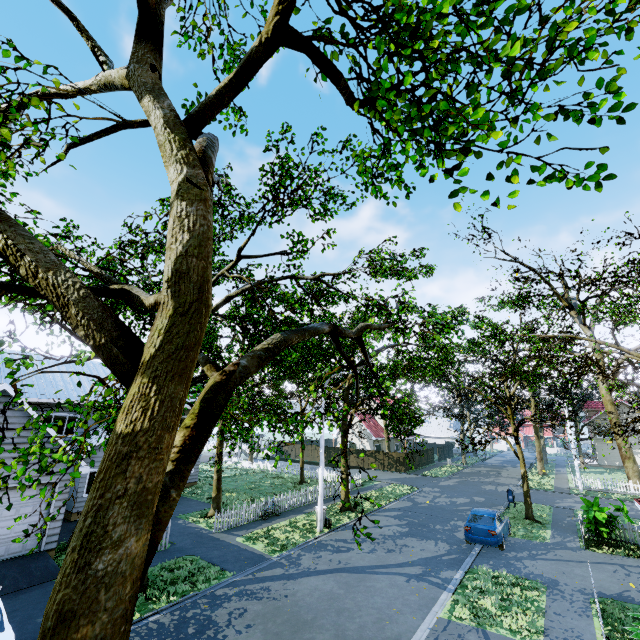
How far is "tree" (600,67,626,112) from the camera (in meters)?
3.28

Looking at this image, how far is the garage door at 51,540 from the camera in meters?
12.5

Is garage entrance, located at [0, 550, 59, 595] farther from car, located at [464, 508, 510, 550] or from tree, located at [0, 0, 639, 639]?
car, located at [464, 508, 510, 550]

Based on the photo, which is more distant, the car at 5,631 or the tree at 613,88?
A: the car at 5,631

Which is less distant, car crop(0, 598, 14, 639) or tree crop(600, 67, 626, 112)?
tree crop(600, 67, 626, 112)

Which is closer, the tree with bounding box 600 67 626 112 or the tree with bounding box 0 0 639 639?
the tree with bounding box 0 0 639 639

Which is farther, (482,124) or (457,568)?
(457,568)

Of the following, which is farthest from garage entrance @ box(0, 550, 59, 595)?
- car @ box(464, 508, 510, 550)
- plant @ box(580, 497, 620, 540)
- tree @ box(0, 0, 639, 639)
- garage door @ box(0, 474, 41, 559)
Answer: plant @ box(580, 497, 620, 540)
